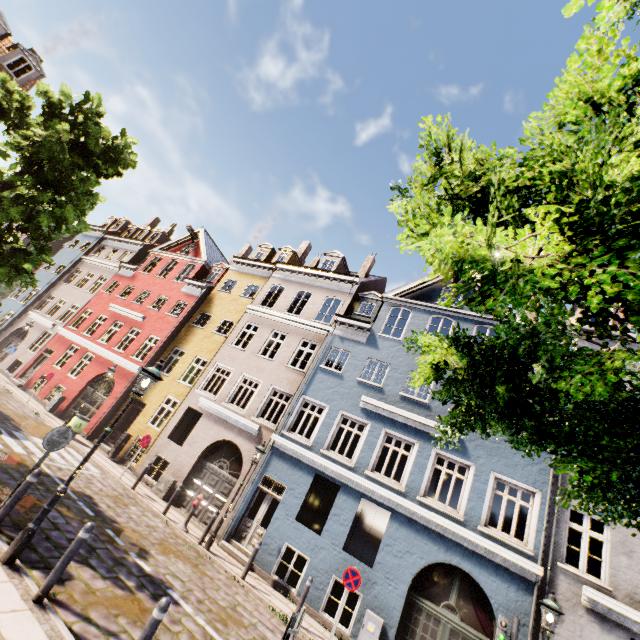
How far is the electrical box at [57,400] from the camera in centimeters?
1859cm

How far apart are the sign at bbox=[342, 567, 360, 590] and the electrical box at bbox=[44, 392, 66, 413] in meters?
18.8 m

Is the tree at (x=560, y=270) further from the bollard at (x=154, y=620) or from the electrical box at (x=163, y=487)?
the electrical box at (x=163, y=487)

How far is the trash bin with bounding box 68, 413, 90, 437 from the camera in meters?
15.7

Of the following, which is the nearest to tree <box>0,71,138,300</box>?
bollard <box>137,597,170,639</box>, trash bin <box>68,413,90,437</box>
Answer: bollard <box>137,597,170,639</box>

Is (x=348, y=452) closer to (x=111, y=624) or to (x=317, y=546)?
(x=317, y=546)

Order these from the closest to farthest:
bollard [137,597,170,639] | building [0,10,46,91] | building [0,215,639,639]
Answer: bollard [137,597,170,639] → building [0,215,639,639] → building [0,10,46,91]

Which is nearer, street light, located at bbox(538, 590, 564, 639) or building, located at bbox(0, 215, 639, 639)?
street light, located at bbox(538, 590, 564, 639)
